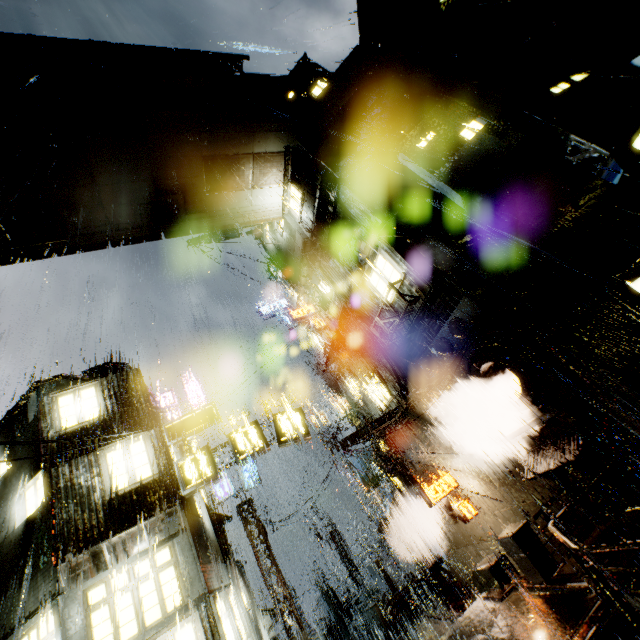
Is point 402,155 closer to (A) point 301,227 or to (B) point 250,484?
(A) point 301,227

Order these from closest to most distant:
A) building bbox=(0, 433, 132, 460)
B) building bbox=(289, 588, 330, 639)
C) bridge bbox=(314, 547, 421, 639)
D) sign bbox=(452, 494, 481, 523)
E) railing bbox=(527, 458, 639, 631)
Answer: railing bbox=(527, 458, 639, 631) → building bbox=(0, 433, 132, 460) → sign bbox=(452, 494, 481, 523) → bridge bbox=(314, 547, 421, 639) → building bbox=(289, 588, 330, 639)

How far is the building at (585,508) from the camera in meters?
10.9

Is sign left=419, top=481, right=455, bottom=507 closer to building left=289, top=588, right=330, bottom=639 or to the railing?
building left=289, top=588, right=330, bottom=639

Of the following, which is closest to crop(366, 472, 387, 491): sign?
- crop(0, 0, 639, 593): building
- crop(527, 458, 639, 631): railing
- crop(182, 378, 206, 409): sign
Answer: crop(0, 0, 639, 593): building

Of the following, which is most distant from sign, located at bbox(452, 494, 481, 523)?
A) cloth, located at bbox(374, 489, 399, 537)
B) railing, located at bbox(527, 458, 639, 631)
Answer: railing, located at bbox(527, 458, 639, 631)

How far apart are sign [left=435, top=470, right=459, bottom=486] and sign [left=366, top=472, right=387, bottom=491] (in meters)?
6.83

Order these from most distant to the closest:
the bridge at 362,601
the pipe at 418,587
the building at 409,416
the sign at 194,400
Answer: the sign at 194,400 → the bridge at 362,601 → the pipe at 418,587 → the building at 409,416
